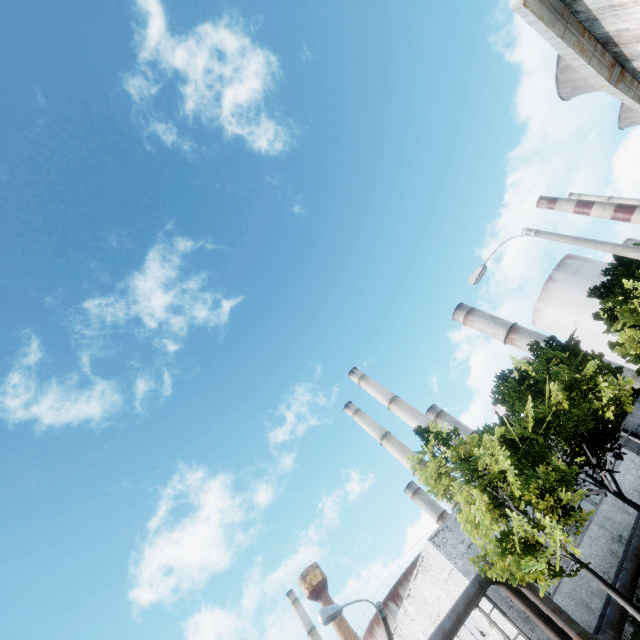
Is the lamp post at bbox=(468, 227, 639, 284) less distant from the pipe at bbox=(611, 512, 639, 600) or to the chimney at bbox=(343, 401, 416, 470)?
the pipe at bbox=(611, 512, 639, 600)

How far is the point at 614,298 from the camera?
21.09m

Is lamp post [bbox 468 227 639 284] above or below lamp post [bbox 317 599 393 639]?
below

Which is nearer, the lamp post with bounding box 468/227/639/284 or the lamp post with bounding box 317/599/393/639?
the lamp post with bounding box 468/227/639/284

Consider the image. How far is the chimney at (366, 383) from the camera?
42.1 meters

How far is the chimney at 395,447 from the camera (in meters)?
45.60

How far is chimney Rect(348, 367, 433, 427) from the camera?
42.1m

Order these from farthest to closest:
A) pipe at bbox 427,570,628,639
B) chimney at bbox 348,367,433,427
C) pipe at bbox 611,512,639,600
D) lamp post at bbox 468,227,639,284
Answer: chimney at bbox 348,367,433,427
pipe at bbox 611,512,639,600
pipe at bbox 427,570,628,639
lamp post at bbox 468,227,639,284
